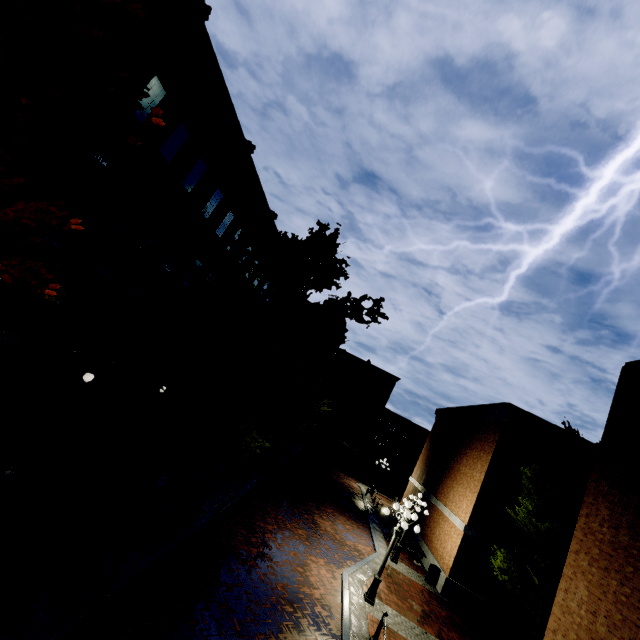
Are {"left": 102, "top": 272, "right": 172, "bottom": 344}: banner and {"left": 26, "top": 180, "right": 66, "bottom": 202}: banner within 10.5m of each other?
yes

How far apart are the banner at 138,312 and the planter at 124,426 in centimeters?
463cm

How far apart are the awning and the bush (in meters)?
6.07

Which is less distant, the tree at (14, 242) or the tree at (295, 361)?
the tree at (14, 242)

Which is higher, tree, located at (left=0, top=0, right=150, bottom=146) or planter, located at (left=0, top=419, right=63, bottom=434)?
tree, located at (left=0, top=0, right=150, bottom=146)

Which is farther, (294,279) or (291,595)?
(294,279)

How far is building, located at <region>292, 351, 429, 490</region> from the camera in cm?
4856
